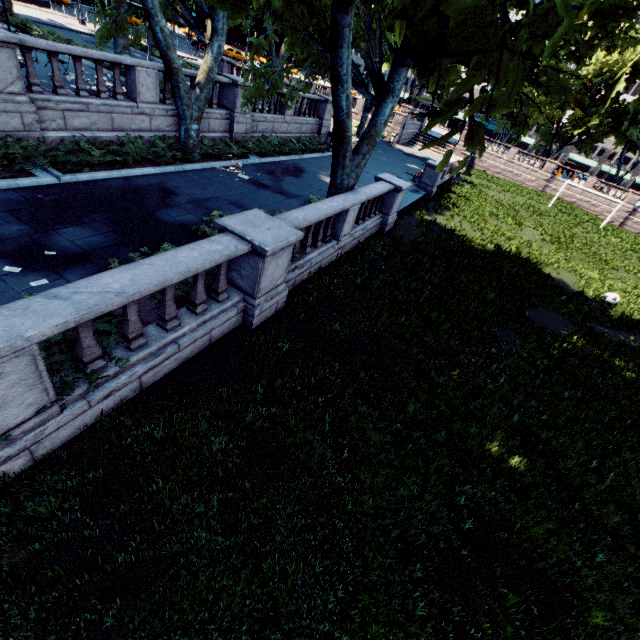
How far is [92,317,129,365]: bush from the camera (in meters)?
5.16

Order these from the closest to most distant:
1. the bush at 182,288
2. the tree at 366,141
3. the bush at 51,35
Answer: the tree at 366,141
the bush at 182,288
the bush at 51,35

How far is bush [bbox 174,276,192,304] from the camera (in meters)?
6.82

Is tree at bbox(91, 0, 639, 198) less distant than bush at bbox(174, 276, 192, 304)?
Yes

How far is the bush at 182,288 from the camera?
6.8 meters

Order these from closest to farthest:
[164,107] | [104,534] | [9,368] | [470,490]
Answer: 1. [9,368]
2. [104,534]
3. [470,490]
4. [164,107]

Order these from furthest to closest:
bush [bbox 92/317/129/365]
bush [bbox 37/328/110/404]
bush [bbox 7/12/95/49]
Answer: bush [bbox 7/12/95/49]
bush [bbox 92/317/129/365]
bush [bbox 37/328/110/404]

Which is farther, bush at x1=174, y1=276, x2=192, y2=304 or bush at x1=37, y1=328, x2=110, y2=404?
bush at x1=174, y1=276, x2=192, y2=304
